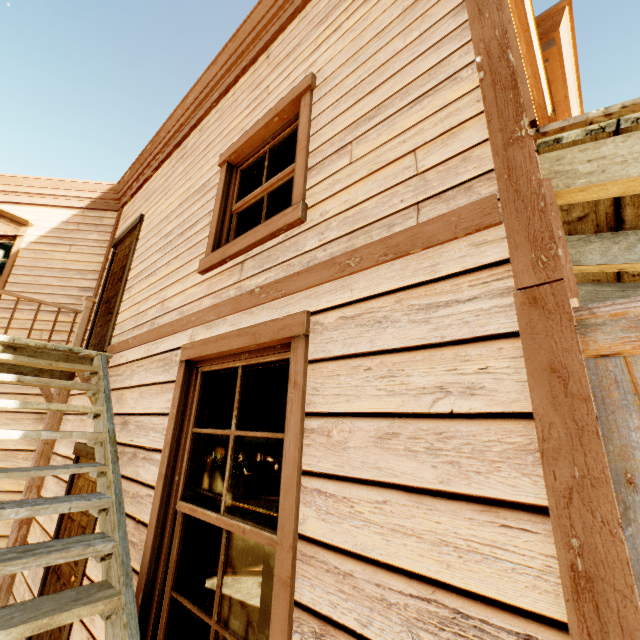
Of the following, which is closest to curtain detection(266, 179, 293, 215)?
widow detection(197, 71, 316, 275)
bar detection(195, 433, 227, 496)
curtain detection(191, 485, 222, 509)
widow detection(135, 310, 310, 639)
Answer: widow detection(197, 71, 316, 275)

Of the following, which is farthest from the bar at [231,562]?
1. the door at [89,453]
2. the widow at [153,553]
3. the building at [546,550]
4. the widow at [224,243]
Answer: the widow at [224,243]

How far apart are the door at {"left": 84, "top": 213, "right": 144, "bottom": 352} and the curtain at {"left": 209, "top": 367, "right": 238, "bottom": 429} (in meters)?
Answer: 2.26

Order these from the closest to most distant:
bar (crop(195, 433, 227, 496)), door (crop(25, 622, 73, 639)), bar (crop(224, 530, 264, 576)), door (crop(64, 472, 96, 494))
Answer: door (crop(25, 622, 73, 639)) < door (crop(64, 472, 96, 494)) < bar (crop(224, 530, 264, 576)) < bar (crop(195, 433, 227, 496))

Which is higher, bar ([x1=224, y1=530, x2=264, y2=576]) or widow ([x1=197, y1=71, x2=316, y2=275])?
widow ([x1=197, y1=71, x2=316, y2=275])

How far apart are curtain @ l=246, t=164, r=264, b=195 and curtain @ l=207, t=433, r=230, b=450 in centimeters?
143cm

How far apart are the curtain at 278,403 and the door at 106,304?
2.3 meters

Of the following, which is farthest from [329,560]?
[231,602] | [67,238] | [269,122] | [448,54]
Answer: [67,238]
